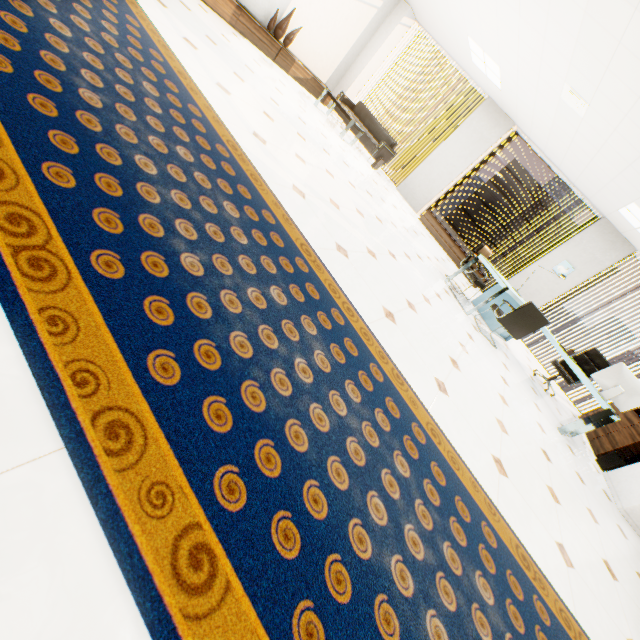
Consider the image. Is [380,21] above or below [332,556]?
above

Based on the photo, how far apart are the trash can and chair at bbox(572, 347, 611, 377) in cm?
125

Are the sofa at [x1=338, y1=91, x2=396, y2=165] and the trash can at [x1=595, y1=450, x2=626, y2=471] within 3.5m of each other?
no

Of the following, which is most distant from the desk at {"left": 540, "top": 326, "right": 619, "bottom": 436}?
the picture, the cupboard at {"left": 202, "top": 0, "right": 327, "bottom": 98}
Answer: the cupboard at {"left": 202, "top": 0, "right": 327, "bottom": 98}

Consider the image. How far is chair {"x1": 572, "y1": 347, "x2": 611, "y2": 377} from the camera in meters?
6.3 m

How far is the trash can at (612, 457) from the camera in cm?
547

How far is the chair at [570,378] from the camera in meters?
6.2 m

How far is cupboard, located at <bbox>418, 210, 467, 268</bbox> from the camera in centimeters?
842cm
